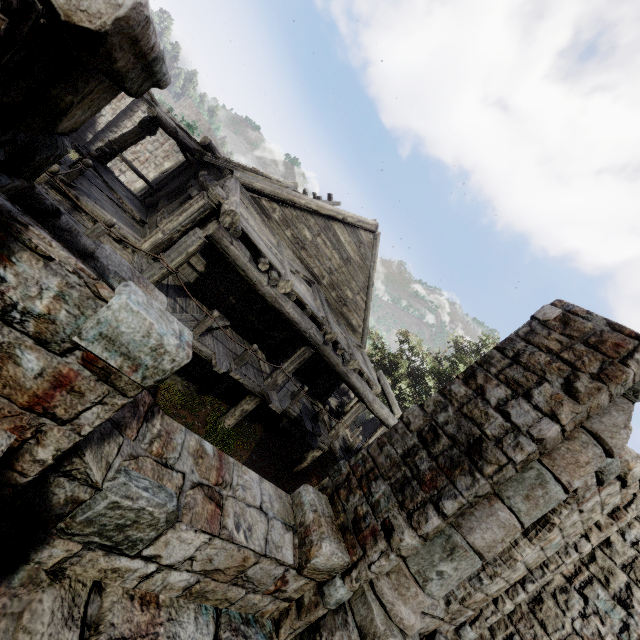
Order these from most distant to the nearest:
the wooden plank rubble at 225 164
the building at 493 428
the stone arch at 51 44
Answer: the wooden plank rubble at 225 164 < the building at 493 428 < the stone arch at 51 44

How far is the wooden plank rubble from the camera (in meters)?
8.84

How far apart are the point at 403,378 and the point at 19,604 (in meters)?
19.38

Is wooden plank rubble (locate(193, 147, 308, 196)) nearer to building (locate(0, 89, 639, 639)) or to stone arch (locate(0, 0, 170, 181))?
building (locate(0, 89, 639, 639))

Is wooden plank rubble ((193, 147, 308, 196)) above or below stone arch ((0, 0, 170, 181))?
above

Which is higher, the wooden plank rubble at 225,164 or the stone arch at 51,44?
the wooden plank rubble at 225,164

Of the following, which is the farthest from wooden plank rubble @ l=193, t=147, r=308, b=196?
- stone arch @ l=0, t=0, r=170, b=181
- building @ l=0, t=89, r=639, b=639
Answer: stone arch @ l=0, t=0, r=170, b=181
